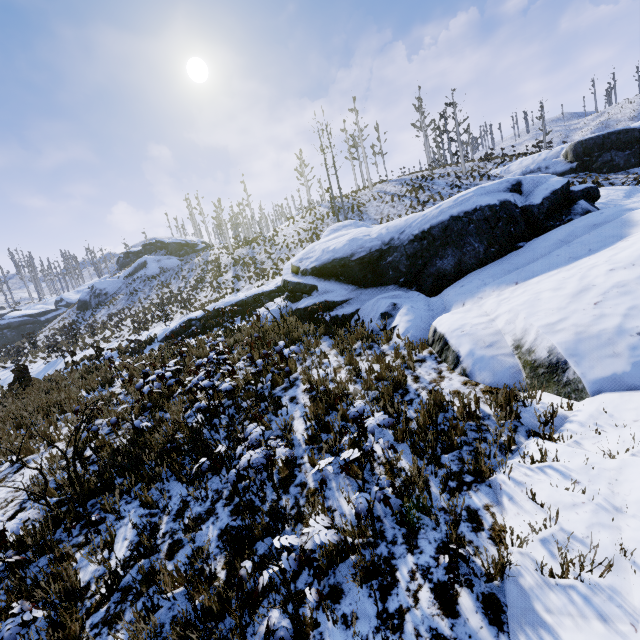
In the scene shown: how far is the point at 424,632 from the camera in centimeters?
255cm

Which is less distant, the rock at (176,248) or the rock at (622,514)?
the rock at (622,514)

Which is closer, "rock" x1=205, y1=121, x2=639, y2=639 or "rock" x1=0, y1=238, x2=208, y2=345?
"rock" x1=205, y1=121, x2=639, y2=639

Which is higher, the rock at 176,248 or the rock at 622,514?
the rock at 176,248

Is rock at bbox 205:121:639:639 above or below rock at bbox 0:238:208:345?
below
